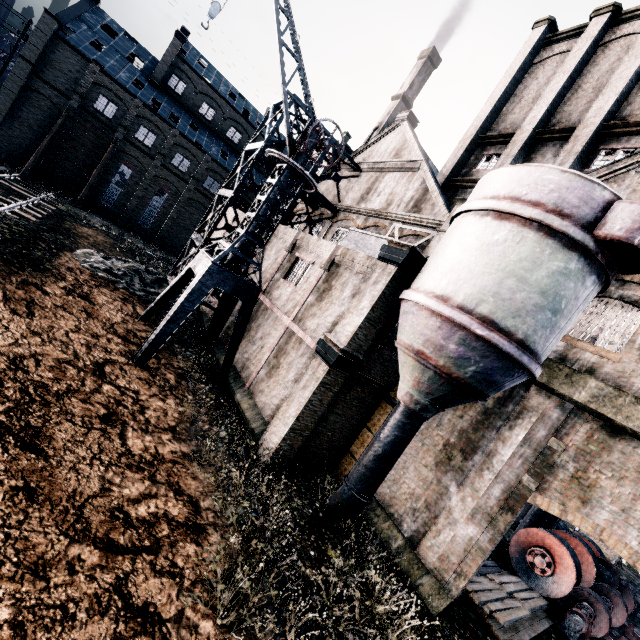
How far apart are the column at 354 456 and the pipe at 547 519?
13.1m

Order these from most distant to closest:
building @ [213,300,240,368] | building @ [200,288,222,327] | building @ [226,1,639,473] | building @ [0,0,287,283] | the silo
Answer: building @ [0,0,287,283] → building @ [200,288,222,327] → building @ [213,300,240,368] → building @ [226,1,639,473] → the silo

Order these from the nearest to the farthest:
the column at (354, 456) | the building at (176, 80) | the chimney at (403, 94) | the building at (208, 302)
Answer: the column at (354, 456), the building at (208, 302), the building at (176, 80), the chimney at (403, 94)

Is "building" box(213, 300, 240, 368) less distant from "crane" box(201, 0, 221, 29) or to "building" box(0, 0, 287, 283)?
"crane" box(201, 0, 221, 29)

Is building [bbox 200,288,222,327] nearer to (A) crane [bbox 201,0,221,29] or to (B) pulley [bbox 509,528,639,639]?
(B) pulley [bbox 509,528,639,639]

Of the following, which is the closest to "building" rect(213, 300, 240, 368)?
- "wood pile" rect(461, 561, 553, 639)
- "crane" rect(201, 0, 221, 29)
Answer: "wood pile" rect(461, 561, 553, 639)

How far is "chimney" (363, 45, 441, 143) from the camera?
40.09m

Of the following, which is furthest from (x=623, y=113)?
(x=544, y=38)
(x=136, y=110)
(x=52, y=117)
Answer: (x=52, y=117)
